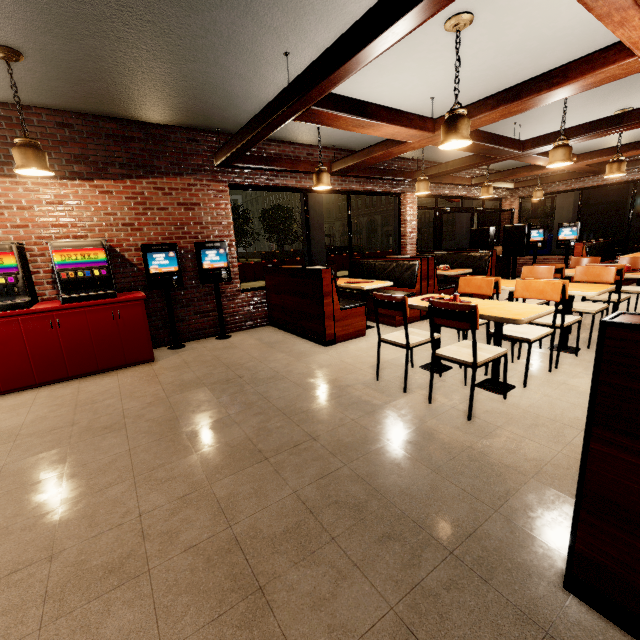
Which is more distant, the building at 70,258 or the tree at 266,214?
the tree at 266,214

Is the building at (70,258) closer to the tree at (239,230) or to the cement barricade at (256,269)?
the cement barricade at (256,269)

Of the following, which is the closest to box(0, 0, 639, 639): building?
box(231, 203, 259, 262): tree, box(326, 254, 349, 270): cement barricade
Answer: box(326, 254, 349, 270): cement barricade

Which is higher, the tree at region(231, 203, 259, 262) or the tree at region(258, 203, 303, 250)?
the tree at region(258, 203, 303, 250)

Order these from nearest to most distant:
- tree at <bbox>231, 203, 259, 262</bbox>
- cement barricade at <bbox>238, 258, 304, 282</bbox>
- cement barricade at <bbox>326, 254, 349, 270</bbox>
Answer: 1. cement barricade at <bbox>238, 258, 304, 282</bbox>
2. cement barricade at <bbox>326, 254, 349, 270</bbox>
3. tree at <bbox>231, 203, 259, 262</bbox>

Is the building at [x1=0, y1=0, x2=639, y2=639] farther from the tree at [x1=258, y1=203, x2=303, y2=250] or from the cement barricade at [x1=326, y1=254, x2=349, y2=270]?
the tree at [x1=258, y1=203, x2=303, y2=250]

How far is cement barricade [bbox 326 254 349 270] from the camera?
18.6m

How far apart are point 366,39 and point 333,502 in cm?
321
